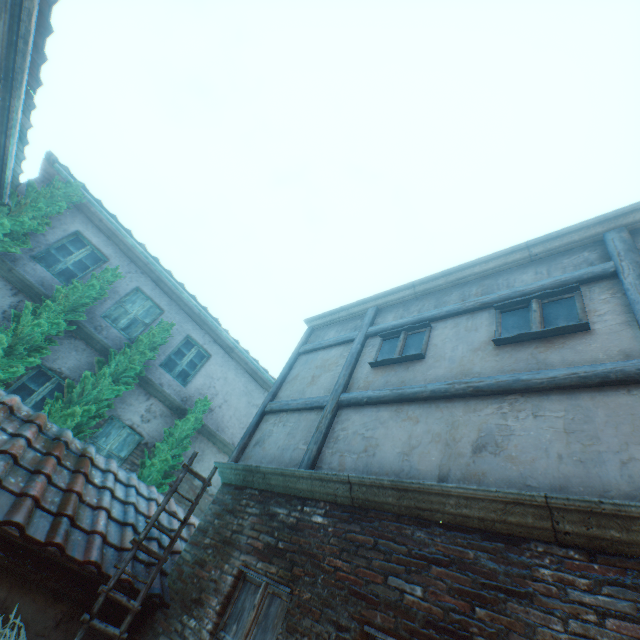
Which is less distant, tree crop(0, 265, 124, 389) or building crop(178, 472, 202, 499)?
tree crop(0, 265, 124, 389)

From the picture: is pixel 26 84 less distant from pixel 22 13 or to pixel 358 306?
pixel 22 13

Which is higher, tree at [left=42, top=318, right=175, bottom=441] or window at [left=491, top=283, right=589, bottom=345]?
window at [left=491, top=283, right=589, bottom=345]

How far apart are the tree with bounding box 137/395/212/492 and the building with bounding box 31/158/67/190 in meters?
6.6 m

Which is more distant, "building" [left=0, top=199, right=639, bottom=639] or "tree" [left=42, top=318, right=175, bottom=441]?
"tree" [left=42, top=318, right=175, bottom=441]

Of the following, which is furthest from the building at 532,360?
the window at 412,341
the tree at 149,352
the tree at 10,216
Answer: the tree at 149,352

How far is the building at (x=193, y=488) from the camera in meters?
8.9 m

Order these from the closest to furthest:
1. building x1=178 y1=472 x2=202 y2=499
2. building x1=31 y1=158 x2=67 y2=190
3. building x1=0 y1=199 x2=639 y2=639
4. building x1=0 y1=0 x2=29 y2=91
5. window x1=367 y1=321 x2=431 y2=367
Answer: building x1=0 y1=199 x2=639 y2=639 → building x1=0 y1=0 x2=29 y2=91 → window x1=367 y1=321 x2=431 y2=367 → building x1=31 y1=158 x2=67 y2=190 → building x1=178 y1=472 x2=202 y2=499
